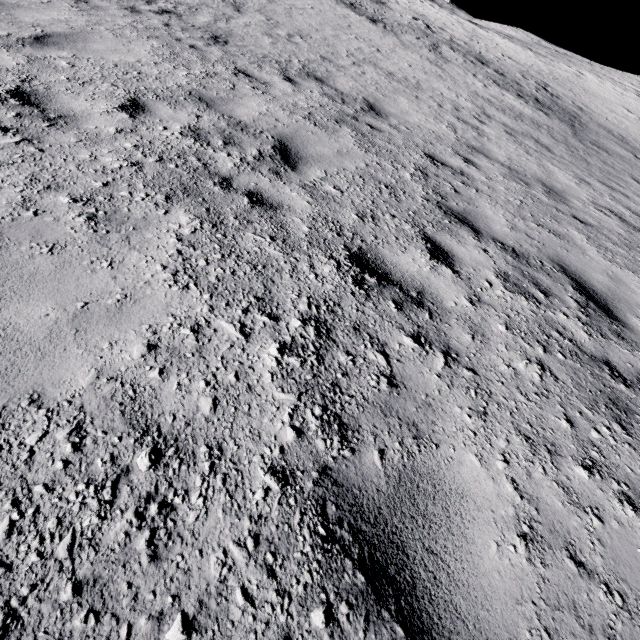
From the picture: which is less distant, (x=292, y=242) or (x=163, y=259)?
(x=163, y=259)
